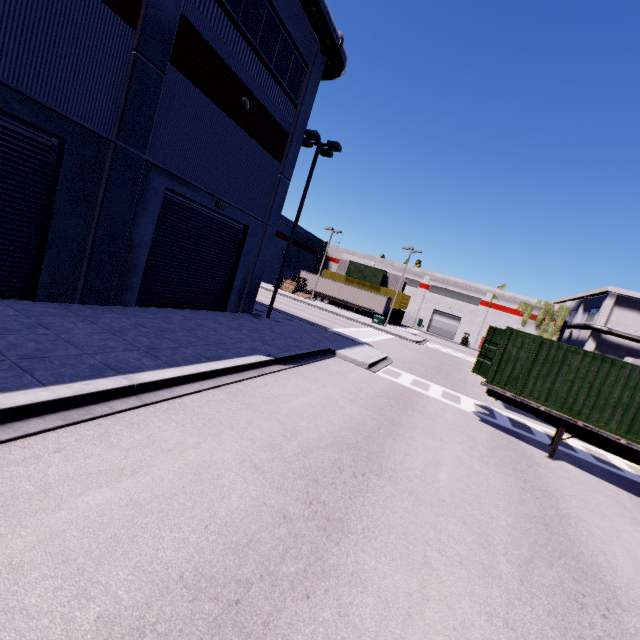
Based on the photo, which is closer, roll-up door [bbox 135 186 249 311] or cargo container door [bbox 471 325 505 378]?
cargo container door [bbox 471 325 505 378]

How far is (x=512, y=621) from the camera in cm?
383

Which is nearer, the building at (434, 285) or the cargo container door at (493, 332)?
the cargo container door at (493, 332)

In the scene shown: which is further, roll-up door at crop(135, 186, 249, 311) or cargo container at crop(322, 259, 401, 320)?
cargo container at crop(322, 259, 401, 320)

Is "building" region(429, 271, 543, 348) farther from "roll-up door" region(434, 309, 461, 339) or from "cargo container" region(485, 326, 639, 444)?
"cargo container" region(485, 326, 639, 444)

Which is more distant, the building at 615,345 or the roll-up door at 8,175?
the building at 615,345

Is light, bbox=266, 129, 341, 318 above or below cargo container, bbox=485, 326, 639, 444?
above

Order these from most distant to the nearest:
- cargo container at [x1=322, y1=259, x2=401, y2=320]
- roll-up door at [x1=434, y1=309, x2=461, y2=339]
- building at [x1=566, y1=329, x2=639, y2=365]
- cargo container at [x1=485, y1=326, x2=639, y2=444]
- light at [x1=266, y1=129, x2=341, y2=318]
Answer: roll-up door at [x1=434, y1=309, x2=461, y2=339] < cargo container at [x1=322, y1=259, x2=401, y2=320] < building at [x1=566, y1=329, x2=639, y2=365] < light at [x1=266, y1=129, x2=341, y2=318] < cargo container at [x1=485, y1=326, x2=639, y2=444]
